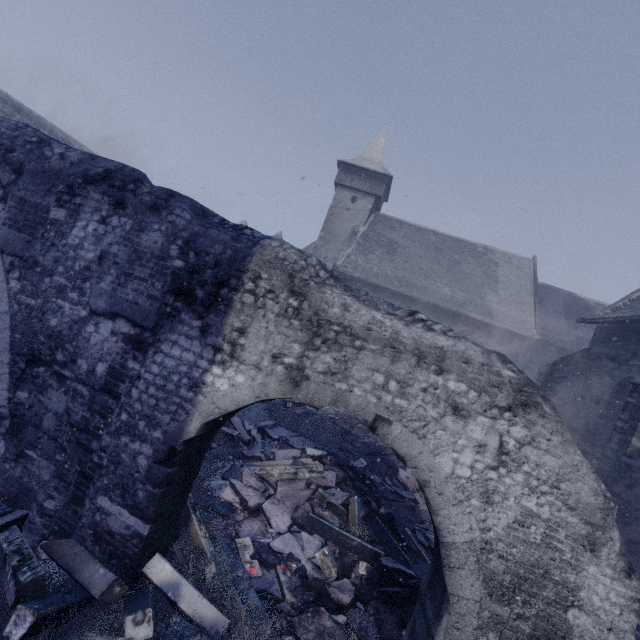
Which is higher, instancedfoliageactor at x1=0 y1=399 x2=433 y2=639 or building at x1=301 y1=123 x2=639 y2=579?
building at x1=301 y1=123 x2=639 y2=579

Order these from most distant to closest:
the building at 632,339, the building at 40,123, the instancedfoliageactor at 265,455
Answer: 1. the building at 40,123
2. the building at 632,339
3. the instancedfoliageactor at 265,455

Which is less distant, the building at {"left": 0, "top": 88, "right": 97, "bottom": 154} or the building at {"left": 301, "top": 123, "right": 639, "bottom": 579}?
the building at {"left": 301, "top": 123, "right": 639, "bottom": 579}

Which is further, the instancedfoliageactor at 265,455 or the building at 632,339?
the building at 632,339

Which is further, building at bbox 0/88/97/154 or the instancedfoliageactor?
building at bbox 0/88/97/154

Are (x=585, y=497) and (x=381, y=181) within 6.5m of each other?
no

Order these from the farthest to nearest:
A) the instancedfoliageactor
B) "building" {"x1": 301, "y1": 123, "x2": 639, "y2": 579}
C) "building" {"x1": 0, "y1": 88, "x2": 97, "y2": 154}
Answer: "building" {"x1": 0, "y1": 88, "x2": 97, "y2": 154}, "building" {"x1": 301, "y1": 123, "x2": 639, "y2": 579}, the instancedfoliageactor
